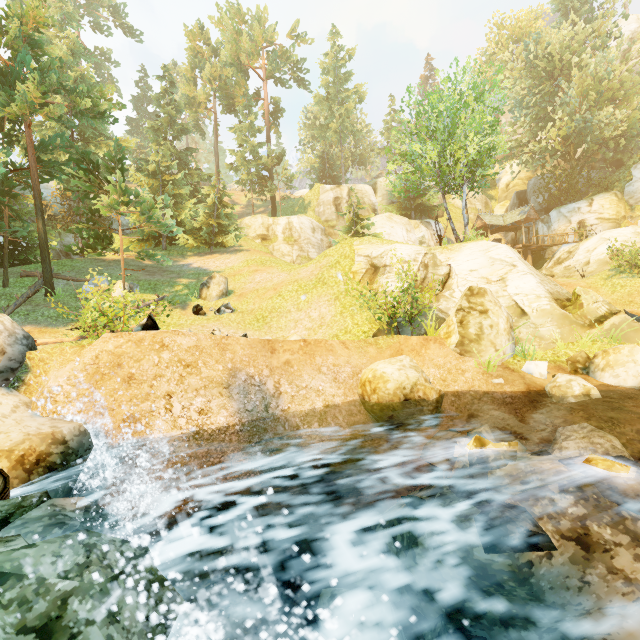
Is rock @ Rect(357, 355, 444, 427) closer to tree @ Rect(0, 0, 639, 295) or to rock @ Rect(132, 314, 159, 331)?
rock @ Rect(132, 314, 159, 331)

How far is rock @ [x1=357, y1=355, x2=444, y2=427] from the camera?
8.3m

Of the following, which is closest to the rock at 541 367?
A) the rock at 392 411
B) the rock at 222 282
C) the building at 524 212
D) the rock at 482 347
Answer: the rock at 482 347

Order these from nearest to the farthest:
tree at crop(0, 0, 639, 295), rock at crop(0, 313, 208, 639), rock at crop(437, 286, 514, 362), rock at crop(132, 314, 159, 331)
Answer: rock at crop(0, 313, 208, 639)
rock at crop(132, 314, 159, 331)
rock at crop(437, 286, 514, 362)
tree at crop(0, 0, 639, 295)

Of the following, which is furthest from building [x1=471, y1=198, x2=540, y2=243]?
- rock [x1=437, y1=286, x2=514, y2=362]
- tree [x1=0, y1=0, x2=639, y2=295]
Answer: rock [x1=437, y1=286, x2=514, y2=362]

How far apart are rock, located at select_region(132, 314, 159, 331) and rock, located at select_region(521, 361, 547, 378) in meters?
10.0

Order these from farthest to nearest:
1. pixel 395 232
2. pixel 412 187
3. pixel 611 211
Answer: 1. pixel 395 232
2. pixel 611 211
3. pixel 412 187

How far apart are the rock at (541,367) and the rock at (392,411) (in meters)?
2.55
